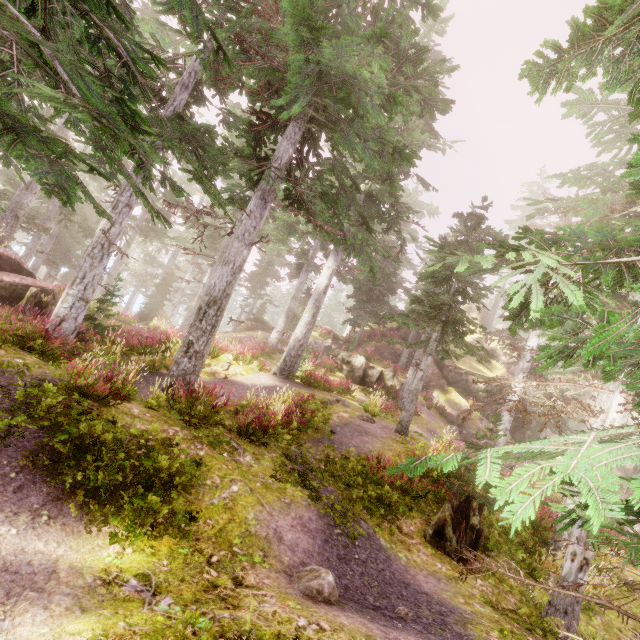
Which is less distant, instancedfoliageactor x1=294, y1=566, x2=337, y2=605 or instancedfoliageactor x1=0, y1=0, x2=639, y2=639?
instancedfoliageactor x1=0, y1=0, x2=639, y2=639

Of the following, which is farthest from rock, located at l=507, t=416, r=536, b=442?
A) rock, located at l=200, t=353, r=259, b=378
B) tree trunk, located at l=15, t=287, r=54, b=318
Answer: tree trunk, located at l=15, t=287, r=54, b=318

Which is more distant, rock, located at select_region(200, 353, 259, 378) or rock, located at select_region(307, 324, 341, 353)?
rock, located at select_region(307, 324, 341, 353)

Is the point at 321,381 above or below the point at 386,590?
above

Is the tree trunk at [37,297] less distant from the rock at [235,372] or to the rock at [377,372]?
the rock at [235,372]

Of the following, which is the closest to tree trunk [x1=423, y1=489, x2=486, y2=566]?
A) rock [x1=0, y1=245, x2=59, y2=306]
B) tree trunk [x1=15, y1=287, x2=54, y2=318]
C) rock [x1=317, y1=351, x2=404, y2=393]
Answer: rock [x1=317, y1=351, x2=404, y2=393]

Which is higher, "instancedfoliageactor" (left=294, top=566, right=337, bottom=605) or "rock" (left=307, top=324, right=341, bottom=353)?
"rock" (left=307, top=324, right=341, bottom=353)

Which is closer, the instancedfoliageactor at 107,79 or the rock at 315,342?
the instancedfoliageactor at 107,79
